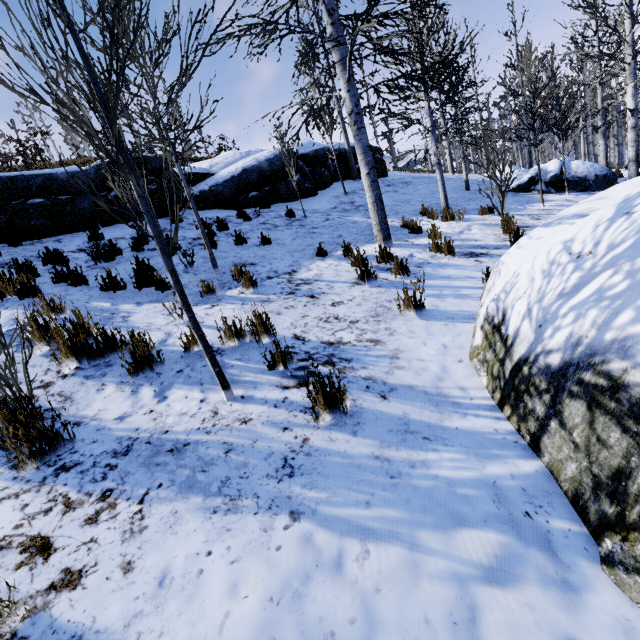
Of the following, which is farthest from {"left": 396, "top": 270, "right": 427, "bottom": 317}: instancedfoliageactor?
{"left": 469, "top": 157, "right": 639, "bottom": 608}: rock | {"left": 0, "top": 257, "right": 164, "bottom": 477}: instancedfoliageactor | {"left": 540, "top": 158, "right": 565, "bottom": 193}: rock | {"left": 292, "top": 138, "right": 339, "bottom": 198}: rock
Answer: {"left": 540, "top": 158, "right": 565, "bottom": 193}: rock

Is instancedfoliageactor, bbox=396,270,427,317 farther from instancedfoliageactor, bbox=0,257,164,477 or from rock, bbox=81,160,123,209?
rock, bbox=81,160,123,209

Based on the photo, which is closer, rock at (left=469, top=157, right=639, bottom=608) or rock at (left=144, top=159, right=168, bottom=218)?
rock at (left=469, top=157, right=639, bottom=608)

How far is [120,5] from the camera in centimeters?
168cm

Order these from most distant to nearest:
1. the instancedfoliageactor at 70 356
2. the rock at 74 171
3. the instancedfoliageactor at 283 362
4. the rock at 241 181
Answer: the rock at 241 181
the rock at 74 171
the instancedfoliageactor at 283 362
the instancedfoliageactor at 70 356

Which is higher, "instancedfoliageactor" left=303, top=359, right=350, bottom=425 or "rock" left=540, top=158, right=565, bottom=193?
"rock" left=540, top=158, right=565, bottom=193

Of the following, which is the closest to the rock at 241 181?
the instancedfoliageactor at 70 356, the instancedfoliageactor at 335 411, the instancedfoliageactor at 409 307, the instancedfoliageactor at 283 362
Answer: the instancedfoliageactor at 70 356

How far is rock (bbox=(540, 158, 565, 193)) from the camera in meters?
13.6
